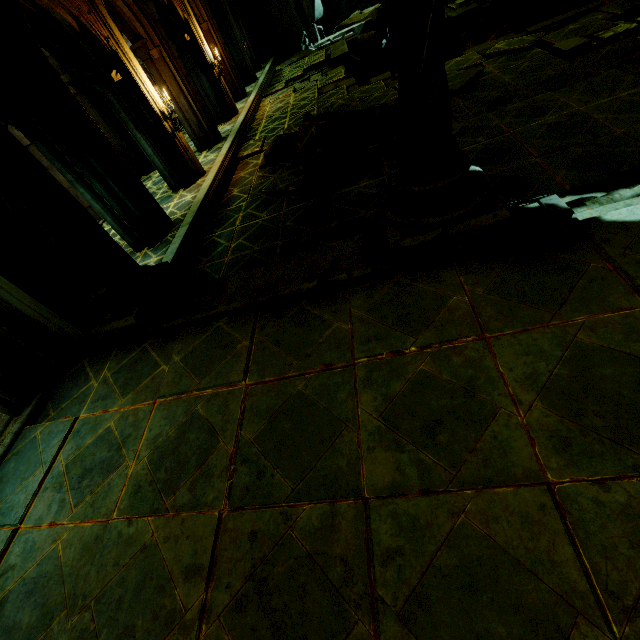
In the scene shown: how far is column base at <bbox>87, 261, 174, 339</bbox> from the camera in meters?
4.0

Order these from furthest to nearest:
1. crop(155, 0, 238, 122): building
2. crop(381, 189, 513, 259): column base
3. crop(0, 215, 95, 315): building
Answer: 1. crop(155, 0, 238, 122): building
2. crop(0, 215, 95, 315): building
3. crop(381, 189, 513, 259): column base

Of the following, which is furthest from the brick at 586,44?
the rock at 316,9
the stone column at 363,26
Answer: the stone column at 363,26

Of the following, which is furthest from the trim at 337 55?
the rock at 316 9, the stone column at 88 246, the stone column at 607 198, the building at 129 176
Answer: the stone column at 88 246

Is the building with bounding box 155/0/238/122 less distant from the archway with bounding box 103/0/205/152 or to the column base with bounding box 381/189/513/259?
the archway with bounding box 103/0/205/152

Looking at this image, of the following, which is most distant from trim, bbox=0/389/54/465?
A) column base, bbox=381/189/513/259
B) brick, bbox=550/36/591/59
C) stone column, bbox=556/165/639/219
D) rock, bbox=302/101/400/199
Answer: brick, bbox=550/36/591/59

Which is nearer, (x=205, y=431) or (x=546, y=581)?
(x=546, y=581)

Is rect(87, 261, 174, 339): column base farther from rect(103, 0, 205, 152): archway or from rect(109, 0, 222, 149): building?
rect(103, 0, 205, 152): archway
